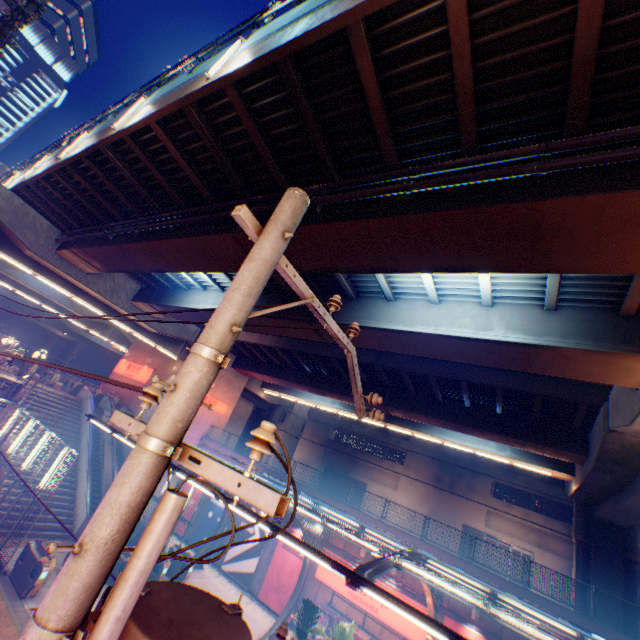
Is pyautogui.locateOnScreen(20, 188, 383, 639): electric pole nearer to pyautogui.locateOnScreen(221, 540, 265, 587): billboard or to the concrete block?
the concrete block

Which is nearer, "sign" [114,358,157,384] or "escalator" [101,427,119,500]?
"escalator" [101,427,119,500]

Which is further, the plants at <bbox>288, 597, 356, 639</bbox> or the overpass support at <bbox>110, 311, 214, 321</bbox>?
the overpass support at <bbox>110, 311, 214, 321</bbox>

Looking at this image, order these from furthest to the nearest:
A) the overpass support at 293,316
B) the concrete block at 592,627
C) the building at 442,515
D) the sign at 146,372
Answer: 1. the building at 442,515
2. the sign at 146,372
3. the overpass support at 293,316
4. the concrete block at 592,627

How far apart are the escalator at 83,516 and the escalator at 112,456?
1.4 meters

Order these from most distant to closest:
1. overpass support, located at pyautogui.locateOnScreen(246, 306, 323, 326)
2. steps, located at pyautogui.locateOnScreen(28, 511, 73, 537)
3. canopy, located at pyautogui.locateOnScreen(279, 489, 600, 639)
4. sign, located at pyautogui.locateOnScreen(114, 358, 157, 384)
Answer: sign, located at pyautogui.locateOnScreen(114, 358, 157, 384), steps, located at pyautogui.locateOnScreen(28, 511, 73, 537), overpass support, located at pyautogui.locateOnScreen(246, 306, 323, 326), canopy, located at pyautogui.locateOnScreen(279, 489, 600, 639)

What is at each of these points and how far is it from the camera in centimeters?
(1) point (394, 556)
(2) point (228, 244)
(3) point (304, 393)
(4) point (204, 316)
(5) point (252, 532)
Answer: (1) canopy, 913cm
(2) overpass support, 1139cm
(3) overpass support, 3266cm
(4) overpass support, 2019cm
(5) billboard, 2242cm

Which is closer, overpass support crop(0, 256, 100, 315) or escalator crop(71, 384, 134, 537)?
escalator crop(71, 384, 134, 537)
